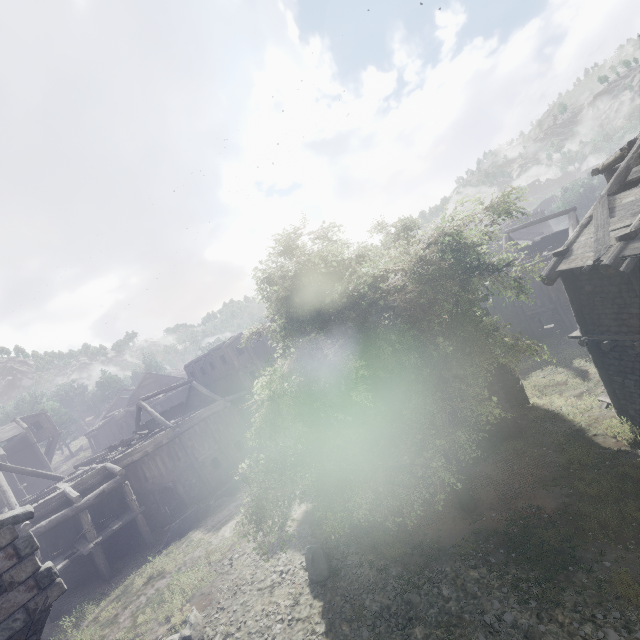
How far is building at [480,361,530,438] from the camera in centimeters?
1454cm

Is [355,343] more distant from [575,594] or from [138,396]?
[138,396]

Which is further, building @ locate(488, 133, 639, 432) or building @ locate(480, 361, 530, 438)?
building @ locate(480, 361, 530, 438)

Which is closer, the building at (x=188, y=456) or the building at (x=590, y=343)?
the building at (x=188, y=456)

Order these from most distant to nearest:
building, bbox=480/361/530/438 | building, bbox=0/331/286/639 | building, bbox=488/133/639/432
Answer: building, bbox=480/361/530/438
building, bbox=488/133/639/432
building, bbox=0/331/286/639

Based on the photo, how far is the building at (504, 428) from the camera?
14.54m
